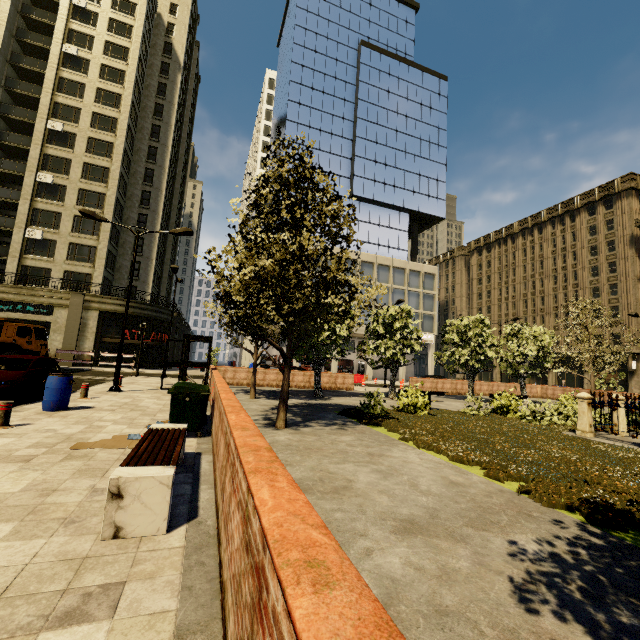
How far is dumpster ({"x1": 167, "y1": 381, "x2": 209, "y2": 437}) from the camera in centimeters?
711cm

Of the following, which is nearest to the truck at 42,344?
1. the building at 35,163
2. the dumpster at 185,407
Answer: the building at 35,163

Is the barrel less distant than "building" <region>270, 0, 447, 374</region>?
Yes

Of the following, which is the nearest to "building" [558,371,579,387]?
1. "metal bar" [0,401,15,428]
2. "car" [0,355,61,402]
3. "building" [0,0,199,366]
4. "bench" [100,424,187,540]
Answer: "building" [0,0,199,366]

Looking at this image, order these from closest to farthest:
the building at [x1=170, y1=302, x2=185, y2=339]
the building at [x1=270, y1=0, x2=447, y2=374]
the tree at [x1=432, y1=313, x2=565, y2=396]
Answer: the tree at [x1=432, y1=313, x2=565, y2=396] → the building at [x1=170, y1=302, x2=185, y2=339] → the building at [x1=270, y1=0, x2=447, y2=374]

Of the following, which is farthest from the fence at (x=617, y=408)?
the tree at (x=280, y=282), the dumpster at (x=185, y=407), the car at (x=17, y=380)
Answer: the car at (x=17, y=380)

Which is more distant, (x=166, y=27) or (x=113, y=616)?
(x=166, y=27)

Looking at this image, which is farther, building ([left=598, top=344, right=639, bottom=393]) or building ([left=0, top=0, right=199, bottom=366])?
building ([left=598, top=344, right=639, bottom=393])
